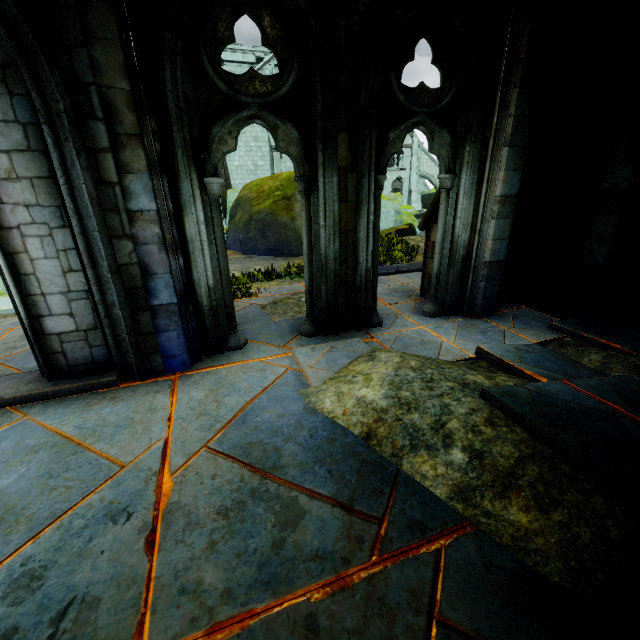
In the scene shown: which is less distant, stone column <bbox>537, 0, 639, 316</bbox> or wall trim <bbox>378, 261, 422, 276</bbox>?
stone column <bbox>537, 0, 639, 316</bbox>

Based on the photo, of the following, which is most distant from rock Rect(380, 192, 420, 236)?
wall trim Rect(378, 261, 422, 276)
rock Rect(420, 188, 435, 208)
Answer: wall trim Rect(378, 261, 422, 276)

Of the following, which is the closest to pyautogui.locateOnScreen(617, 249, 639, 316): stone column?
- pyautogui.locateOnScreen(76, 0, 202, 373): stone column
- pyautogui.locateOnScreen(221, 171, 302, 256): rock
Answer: pyautogui.locateOnScreen(76, 0, 202, 373): stone column

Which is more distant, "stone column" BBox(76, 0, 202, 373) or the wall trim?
the wall trim

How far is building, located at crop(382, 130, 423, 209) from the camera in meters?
32.2

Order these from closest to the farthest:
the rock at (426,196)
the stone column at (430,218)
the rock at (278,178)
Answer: the stone column at (430,218) → the rock at (278,178) → the rock at (426,196)

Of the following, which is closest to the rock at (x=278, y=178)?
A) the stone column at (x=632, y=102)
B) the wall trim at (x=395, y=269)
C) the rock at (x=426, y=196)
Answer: the rock at (x=426, y=196)

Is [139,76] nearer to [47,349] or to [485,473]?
[47,349]
